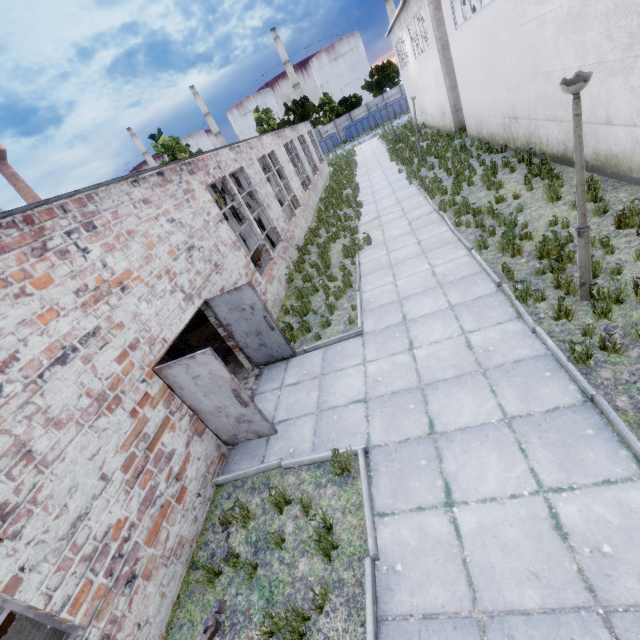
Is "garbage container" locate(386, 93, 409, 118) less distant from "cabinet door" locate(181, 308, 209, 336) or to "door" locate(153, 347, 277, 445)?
"cabinet door" locate(181, 308, 209, 336)

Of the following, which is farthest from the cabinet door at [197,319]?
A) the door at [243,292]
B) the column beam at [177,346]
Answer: the door at [243,292]

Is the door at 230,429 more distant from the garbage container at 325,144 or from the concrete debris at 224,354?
the garbage container at 325,144

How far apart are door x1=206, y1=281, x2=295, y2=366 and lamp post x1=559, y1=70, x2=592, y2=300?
5.70m

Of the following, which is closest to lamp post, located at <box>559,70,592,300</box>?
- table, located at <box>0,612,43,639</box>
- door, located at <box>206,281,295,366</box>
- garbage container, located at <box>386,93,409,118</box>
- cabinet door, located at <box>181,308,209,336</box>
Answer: door, located at <box>206,281,295,366</box>

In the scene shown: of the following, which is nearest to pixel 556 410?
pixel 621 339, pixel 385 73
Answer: pixel 621 339

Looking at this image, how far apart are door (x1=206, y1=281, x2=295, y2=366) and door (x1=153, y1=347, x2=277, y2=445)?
2.03m

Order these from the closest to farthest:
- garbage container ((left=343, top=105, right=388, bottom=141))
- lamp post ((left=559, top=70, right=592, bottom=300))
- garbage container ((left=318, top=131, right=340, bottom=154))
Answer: lamp post ((left=559, top=70, right=592, bottom=300)) < garbage container ((left=343, top=105, right=388, bottom=141)) < garbage container ((left=318, top=131, right=340, bottom=154))
